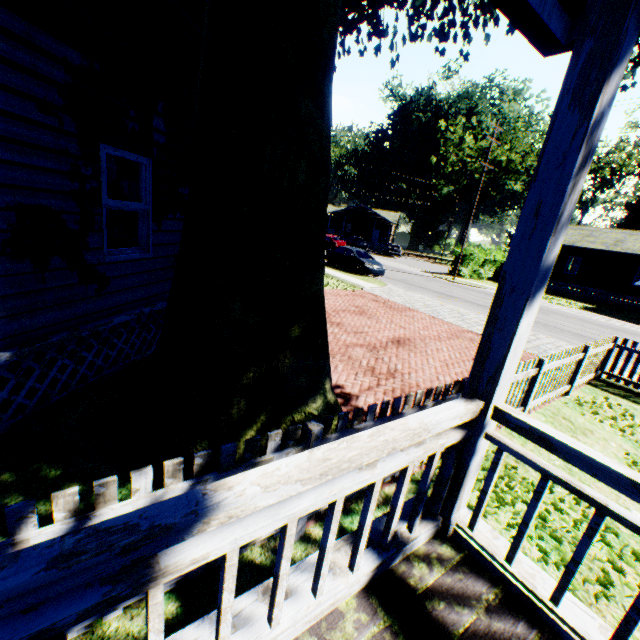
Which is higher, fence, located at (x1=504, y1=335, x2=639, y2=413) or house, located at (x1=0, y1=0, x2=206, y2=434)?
house, located at (x1=0, y1=0, x2=206, y2=434)

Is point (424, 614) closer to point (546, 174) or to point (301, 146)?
point (546, 174)

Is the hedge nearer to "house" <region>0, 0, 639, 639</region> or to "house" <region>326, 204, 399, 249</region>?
"house" <region>326, 204, 399, 249</region>

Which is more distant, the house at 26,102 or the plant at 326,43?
the house at 26,102

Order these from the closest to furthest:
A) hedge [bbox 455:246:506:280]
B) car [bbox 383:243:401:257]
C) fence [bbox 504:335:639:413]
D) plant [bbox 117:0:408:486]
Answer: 1. plant [bbox 117:0:408:486]
2. fence [bbox 504:335:639:413]
3. hedge [bbox 455:246:506:280]
4. car [bbox 383:243:401:257]

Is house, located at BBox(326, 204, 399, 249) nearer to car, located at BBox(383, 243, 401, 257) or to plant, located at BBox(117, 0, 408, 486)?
car, located at BBox(383, 243, 401, 257)

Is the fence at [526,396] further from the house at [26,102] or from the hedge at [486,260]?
the hedge at [486,260]

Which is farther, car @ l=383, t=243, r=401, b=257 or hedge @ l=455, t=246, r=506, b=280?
car @ l=383, t=243, r=401, b=257
